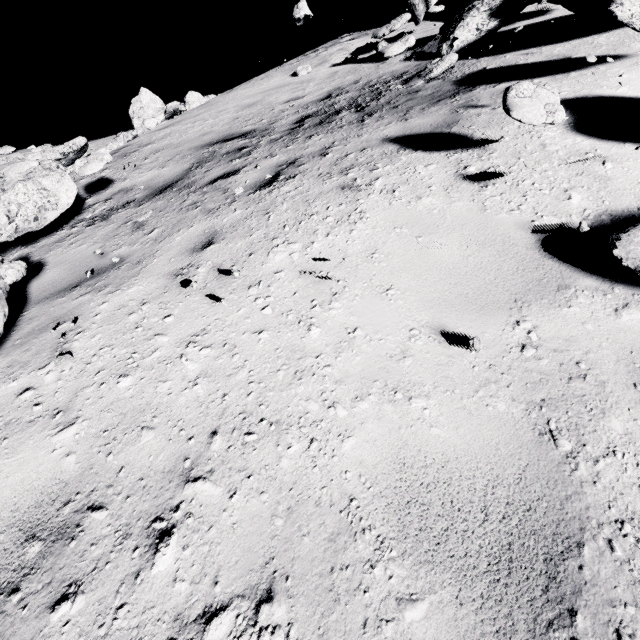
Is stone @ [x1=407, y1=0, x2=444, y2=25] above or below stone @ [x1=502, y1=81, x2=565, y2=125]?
above

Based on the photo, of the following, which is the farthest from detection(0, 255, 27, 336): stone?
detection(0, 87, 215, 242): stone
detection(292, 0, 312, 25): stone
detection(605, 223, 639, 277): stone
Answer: detection(292, 0, 312, 25): stone

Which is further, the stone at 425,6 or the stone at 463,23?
the stone at 425,6

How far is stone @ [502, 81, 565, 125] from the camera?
2.6 meters

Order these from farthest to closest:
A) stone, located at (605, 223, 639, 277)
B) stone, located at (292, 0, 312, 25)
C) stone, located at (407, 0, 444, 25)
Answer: stone, located at (292, 0, 312, 25) → stone, located at (407, 0, 444, 25) → stone, located at (605, 223, 639, 277)

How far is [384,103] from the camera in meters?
5.4 m

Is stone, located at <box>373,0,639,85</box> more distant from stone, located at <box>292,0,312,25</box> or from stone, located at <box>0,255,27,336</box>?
stone, located at <box>0,255,27,336</box>

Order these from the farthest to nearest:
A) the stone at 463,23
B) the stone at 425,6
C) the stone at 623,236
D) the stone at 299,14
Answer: the stone at 299,14, the stone at 425,6, the stone at 463,23, the stone at 623,236
